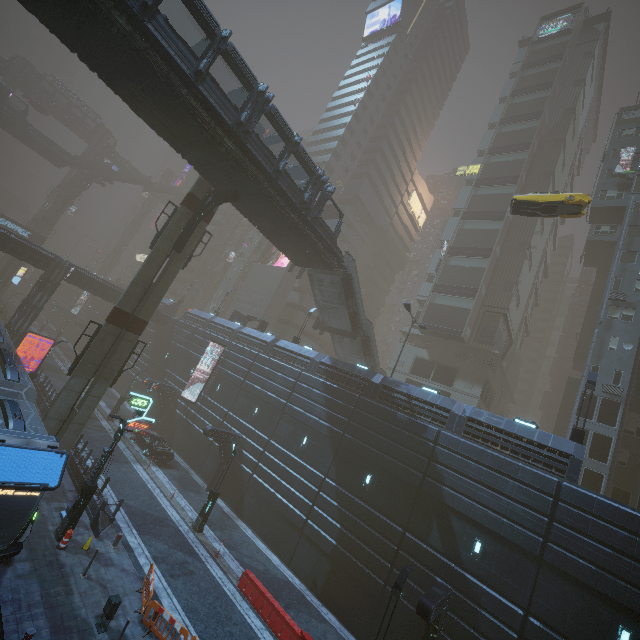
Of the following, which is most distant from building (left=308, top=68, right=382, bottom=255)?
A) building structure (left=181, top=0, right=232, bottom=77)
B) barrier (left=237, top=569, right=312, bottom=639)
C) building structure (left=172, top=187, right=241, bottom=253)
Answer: building structure (left=181, top=0, right=232, bottom=77)

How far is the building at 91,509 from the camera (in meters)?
16.59

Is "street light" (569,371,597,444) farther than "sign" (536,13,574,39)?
No

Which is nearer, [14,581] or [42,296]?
[14,581]

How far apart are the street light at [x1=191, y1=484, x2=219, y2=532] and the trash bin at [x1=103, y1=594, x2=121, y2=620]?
8.3m

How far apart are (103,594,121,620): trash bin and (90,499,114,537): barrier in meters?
4.8 m

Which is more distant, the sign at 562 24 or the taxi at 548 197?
the sign at 562 24

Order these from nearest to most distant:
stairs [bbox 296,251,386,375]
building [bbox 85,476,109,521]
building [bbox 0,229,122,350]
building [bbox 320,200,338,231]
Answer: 1. building [bbox 85,476,109,521]
2. stairs [bbox 296,251,386,375]
3. building [bbox 0,229,122,350]
4. building [bbox 320,200,338,231]
